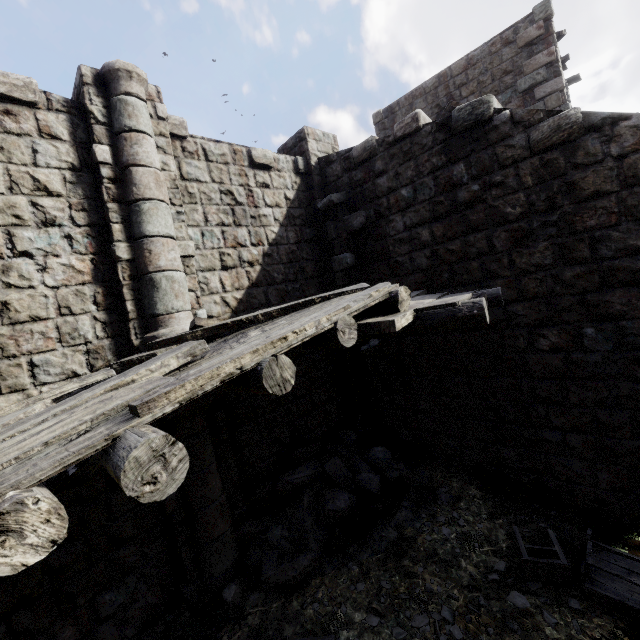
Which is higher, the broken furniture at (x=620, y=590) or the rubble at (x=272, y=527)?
the rubble at (x=272, y=527)

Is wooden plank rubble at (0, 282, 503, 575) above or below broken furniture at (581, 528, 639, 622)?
above

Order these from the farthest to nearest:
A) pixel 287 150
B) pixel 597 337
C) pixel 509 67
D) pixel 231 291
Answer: pixel 509 67 → pixel 287 150 → pixel 231 291 → pixel 597 337

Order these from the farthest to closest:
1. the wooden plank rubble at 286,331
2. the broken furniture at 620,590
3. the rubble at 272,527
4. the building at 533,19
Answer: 1. the rubble at 272,527
2. the building at 533,19
3. the broken furniture at 620,590
4. the wooden plank rubble at 286,331

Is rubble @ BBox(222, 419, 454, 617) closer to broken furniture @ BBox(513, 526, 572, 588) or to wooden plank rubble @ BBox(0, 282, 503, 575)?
broken furniture @ BBox(513, 526, 572, 588)

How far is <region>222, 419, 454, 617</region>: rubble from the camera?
5.55m

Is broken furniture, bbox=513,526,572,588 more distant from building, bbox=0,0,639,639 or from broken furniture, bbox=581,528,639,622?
building, bbox=0,0,639,639

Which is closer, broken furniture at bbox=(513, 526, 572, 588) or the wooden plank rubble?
the wooden plank rubble
